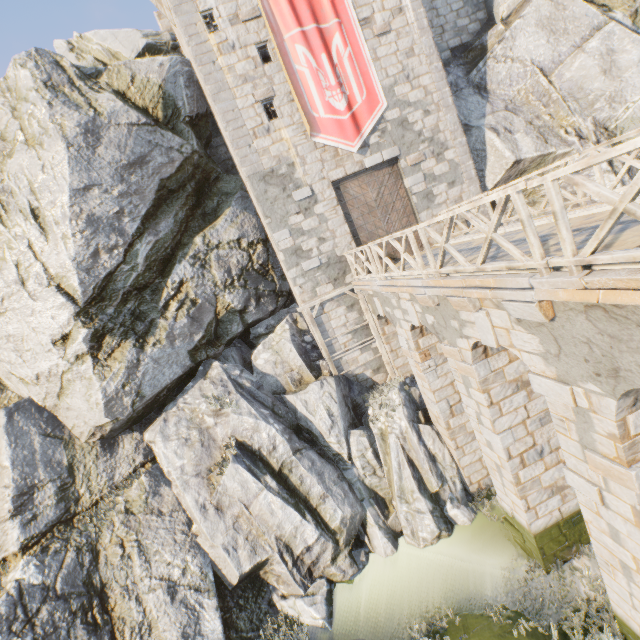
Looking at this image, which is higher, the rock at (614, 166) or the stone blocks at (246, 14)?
the stone blocks at (246, 14)

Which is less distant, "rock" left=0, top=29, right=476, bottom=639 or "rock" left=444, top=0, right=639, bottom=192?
"rock" left=0, top=29, right=476, bottom=639

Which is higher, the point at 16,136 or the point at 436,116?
the point at 16,136

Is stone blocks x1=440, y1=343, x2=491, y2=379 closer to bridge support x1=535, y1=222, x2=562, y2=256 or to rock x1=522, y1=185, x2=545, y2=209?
bridge support x1=535, y1=222, x2=562, y2=256

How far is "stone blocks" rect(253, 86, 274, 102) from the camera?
11.8m

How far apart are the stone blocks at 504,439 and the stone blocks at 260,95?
13.0m

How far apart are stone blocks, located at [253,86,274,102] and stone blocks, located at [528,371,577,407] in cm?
1243

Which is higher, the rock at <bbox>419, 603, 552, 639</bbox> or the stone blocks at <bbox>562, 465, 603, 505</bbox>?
the stone blocks at <bbox>562, 465, 603, 505</bbox>
